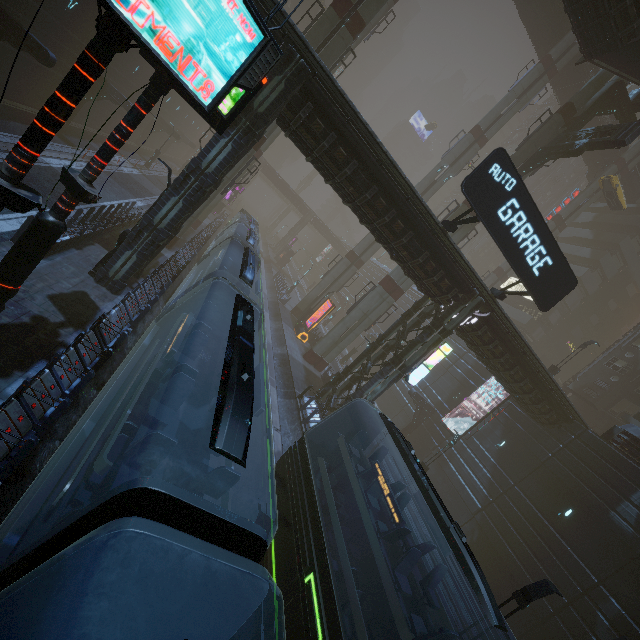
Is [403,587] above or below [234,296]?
below

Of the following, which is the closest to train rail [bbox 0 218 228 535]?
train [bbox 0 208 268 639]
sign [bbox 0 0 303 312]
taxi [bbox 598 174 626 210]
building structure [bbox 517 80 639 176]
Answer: train [bbox 0 208 268 639]

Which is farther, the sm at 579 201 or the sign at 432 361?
the sm at 579 201

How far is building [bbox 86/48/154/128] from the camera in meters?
26.3

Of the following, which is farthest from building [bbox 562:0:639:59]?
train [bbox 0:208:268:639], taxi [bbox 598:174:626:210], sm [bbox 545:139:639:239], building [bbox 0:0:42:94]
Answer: train [bbox 0:208:268:639]

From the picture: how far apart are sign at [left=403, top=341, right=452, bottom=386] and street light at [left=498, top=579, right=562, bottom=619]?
10.2m

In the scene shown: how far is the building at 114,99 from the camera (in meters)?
26.27

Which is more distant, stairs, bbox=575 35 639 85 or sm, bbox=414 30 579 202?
sm, bbox=414 30 579 202
